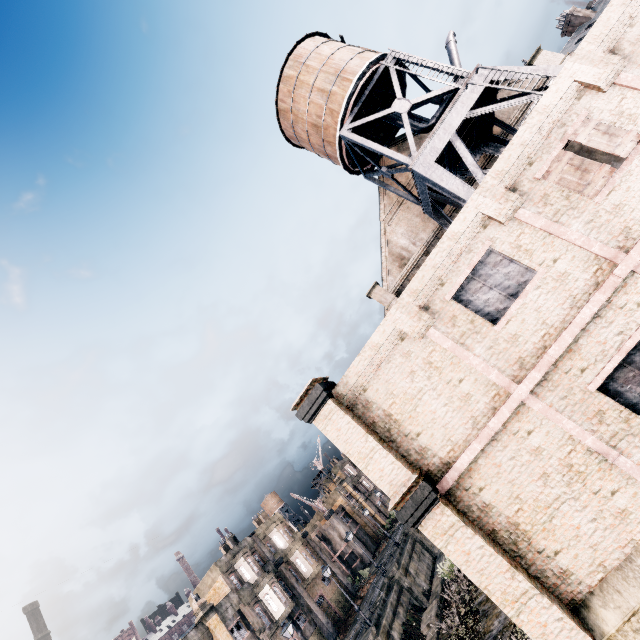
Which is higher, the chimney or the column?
the chimney

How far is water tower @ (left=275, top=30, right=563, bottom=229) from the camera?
16.14m

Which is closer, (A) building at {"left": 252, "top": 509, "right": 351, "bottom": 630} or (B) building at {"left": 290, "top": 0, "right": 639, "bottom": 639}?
(B) building at {"left": 290, "top": 0, "right": 639, "bottom": 639}

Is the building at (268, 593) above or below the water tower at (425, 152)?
below

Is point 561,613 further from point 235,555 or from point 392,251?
point 235,555

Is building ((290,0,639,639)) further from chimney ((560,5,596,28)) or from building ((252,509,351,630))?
chimney ((560,5,596,28))

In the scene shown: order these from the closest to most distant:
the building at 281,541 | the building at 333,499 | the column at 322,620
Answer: the column at 322,620 → the building at 281,541 → the building at 333,499

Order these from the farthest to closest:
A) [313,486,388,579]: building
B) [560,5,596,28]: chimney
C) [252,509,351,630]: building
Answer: [560,5,596,28]: chimney, [313,486,388,579]: building, [252,509,351,630]: building
